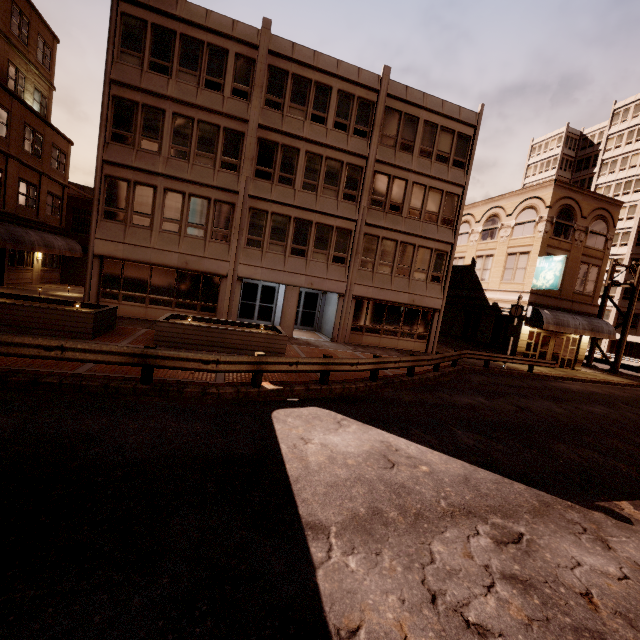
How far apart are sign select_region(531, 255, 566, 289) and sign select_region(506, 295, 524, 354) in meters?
3.5 m

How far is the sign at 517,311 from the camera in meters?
20.1 m

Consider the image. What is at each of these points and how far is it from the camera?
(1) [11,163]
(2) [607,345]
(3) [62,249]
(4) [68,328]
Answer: (1) building, 20.00m
(2) building, 45.94m
(3) awning, 24.39m
(4) planter, 11.16m

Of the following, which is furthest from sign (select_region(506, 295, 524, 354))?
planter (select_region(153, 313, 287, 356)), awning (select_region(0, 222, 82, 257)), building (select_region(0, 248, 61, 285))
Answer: building (select_region(0, 248, 61, 285))

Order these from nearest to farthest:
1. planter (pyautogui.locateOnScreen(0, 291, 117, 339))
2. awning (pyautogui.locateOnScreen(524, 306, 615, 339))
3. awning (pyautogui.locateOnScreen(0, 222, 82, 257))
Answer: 1. planter (pyautogui.locateOnScreen(0, 291, 117, 339))
2. awning (pyautogui.locateOnScreen(0, 222, 82, 257))
3. awning (pyautogui.locateOnScreen(524, 306, 615, 339))

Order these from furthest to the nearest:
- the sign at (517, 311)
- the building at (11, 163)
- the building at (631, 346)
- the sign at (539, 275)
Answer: the building at (631, 346) → the sign at (539, 275) → the sign at (517, 311) → the building at (11, 163)

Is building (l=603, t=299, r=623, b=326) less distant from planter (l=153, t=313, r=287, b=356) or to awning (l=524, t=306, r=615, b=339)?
awning (l=524, t=306, r=615, b=339)

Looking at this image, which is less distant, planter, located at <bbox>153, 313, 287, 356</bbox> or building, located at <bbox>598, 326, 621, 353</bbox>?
planter, located at <bbox>153, 313, 287, 356</bbox>
